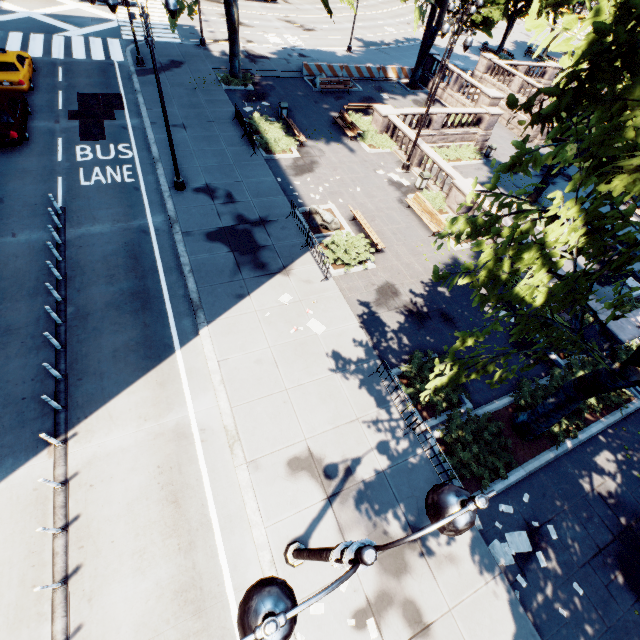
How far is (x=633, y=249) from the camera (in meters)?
5.82

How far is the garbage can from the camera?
19.58m

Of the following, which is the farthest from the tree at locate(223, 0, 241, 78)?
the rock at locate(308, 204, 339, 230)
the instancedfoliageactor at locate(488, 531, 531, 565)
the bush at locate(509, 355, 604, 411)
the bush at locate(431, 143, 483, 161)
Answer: the rock at locate(308, 204, 339, 230)

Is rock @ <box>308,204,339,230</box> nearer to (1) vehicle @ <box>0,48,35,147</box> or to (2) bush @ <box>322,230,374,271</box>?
(2) bush @ <box>322,230,374,271</box>

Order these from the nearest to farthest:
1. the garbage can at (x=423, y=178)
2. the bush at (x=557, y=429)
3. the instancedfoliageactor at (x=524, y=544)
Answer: → the instancedfoliageactor at (x=524, y=544) → the bush at (x=557, y=429) → the garbage can at (x=423, y=178)

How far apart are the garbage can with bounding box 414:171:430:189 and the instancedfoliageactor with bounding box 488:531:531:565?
18.0m

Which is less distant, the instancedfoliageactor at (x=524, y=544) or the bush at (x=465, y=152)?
the instancedfoliageactor at (x=524, y=544)

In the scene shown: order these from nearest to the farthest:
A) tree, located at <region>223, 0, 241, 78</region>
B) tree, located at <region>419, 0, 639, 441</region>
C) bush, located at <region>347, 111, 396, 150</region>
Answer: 1. tree, located at <region>419, 0, 639, 441</region>
2. tree, located at <region>223, 0, 241, 78</region>
3. bush, located at <region>347, 111, 396, 150</region>
